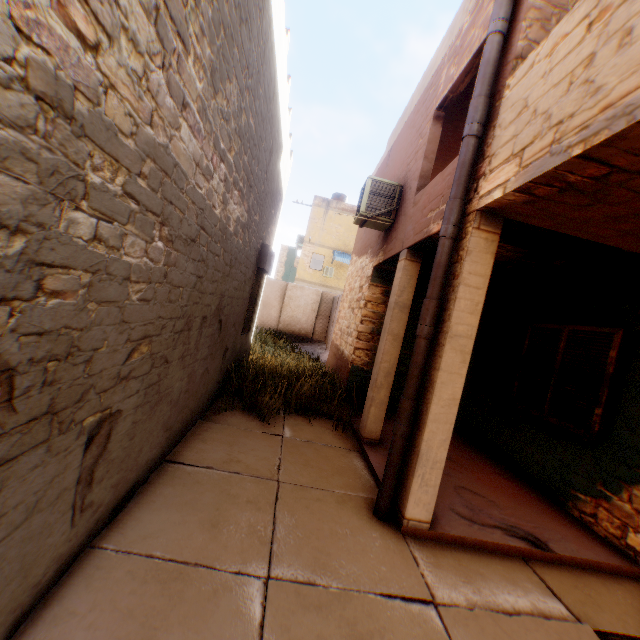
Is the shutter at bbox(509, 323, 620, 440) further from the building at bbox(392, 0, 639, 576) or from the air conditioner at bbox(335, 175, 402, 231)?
the air conditioner at bbox(335, 175, 402, 231)

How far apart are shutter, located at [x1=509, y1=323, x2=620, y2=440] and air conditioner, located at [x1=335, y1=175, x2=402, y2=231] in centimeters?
325cm

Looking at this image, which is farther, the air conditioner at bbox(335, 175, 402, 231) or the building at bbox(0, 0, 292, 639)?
the air conditioner at bbox(335, 175, 402, 231)

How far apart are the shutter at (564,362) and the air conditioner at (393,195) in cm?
325

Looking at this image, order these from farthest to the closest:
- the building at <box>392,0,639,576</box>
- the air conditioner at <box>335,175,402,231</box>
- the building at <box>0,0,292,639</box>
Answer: the air conditioner at <box>335,175,402,231</box>, the building at <box>392,0,639,576</box>, the building at <box>0,0,292,639</box>

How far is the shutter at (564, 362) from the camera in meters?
4.4

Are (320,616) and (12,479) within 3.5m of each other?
yes

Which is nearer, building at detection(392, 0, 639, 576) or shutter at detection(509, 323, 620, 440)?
building at detection(392, 0, 639, 576)
